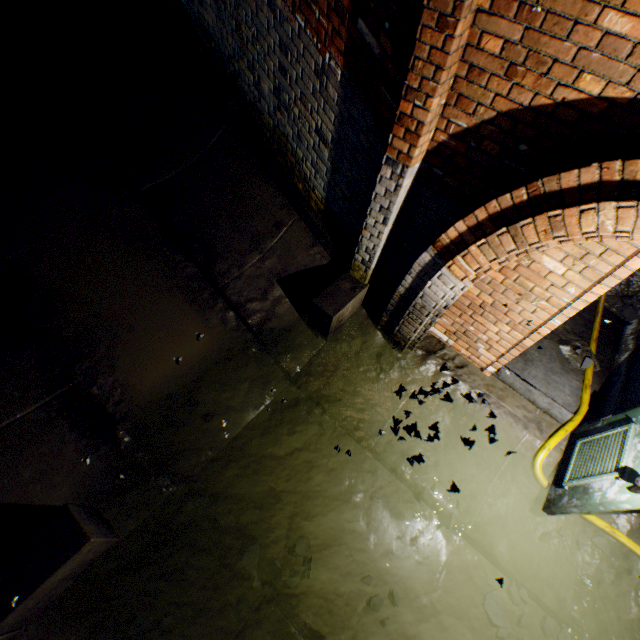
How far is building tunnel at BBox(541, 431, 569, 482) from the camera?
3.55m

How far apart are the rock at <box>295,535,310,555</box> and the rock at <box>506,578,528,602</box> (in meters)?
1.96

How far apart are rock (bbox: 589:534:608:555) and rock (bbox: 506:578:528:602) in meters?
0.9 m

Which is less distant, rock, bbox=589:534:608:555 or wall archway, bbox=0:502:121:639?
wall archway, bbox=0:502:121:639

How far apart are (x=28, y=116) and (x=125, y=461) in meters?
3.8 m

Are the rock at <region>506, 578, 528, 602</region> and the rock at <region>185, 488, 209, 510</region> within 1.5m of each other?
no

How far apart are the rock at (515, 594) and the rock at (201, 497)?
3.0 meters

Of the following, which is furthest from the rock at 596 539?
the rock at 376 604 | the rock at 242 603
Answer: the rock at 242 603
